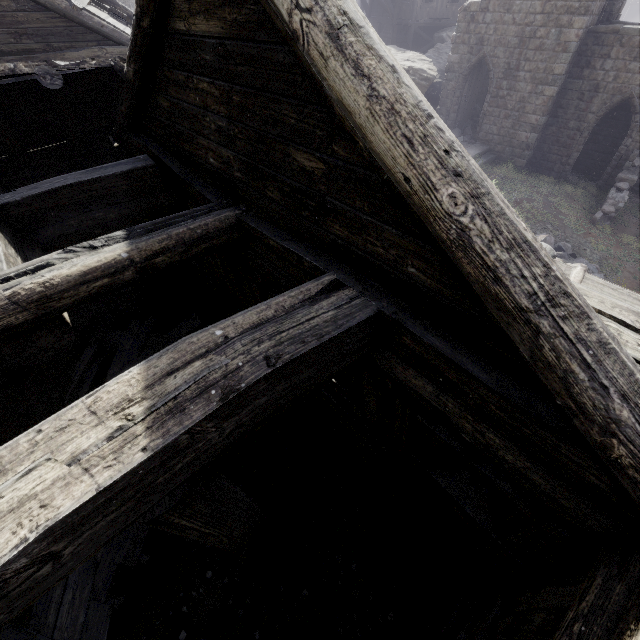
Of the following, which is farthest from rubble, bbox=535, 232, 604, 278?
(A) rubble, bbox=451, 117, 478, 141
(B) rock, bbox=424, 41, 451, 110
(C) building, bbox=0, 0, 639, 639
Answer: (B) rock, bbox=424, 41, 451, 110

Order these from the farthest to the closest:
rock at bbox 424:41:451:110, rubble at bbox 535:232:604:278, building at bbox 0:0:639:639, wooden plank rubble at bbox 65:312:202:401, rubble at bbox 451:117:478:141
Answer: rock at bbox 424:41:451:110 < rubble at bbox 451:117:478:141 < rubble at bbox 535:232:604:278 < wooden plank rubble at bbox 65:312:202:401 < building at bbox 0:0:639:639

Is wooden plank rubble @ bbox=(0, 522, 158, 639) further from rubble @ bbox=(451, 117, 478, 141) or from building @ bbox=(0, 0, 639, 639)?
rubble @ bbox=(451, 117, 478, 141)

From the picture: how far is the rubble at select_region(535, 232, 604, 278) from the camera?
12.1 meters

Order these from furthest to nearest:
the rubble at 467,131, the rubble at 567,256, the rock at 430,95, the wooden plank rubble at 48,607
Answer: the rock at 430,95 < the rubble at 467,131 < the rubble at 567,256 < the wooden plank rubble at 48,607

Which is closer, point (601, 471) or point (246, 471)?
point (601, 471)

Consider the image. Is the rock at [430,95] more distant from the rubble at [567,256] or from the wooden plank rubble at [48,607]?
the wooden plank rubble at [48,607]

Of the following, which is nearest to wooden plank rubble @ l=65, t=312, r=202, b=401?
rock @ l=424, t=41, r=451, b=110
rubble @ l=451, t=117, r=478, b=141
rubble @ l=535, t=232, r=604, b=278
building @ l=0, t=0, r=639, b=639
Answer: building @ l=0, t=0, r=639, b=639
